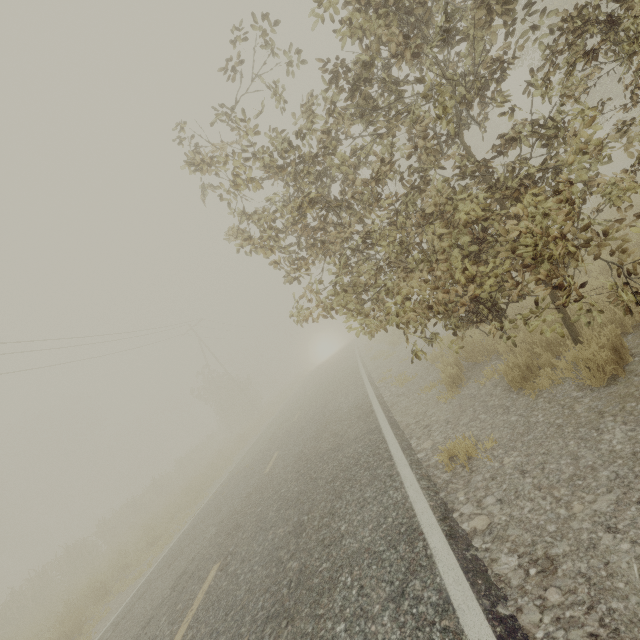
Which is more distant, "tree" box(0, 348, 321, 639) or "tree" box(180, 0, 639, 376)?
"tree" box(0, 348, 321, 639)

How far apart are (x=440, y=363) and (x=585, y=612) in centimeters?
667cm

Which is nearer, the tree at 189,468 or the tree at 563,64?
the tree at 563,64
